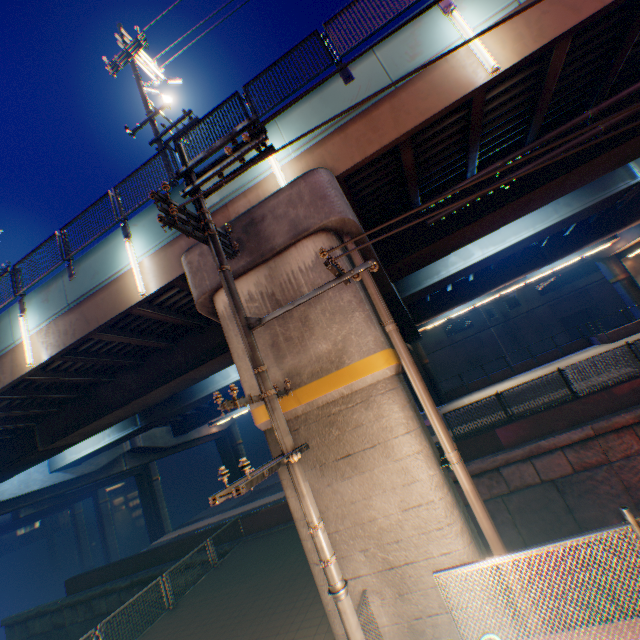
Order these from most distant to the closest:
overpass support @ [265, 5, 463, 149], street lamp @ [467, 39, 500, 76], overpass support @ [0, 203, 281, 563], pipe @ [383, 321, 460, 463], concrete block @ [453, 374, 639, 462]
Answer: concrete block @ [453, 374, 639, 462] → overpass support @ [0, 203, 281, 563] → overpass support @ [265, 5, 463, 149] → street lamp @ [467, 39, 500, 76] → pipe @ [383, 321, 460, 463]

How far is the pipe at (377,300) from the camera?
6.59m

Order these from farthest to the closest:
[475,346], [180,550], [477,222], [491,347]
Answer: [475,346], [491,347], [180,550], [477,222]

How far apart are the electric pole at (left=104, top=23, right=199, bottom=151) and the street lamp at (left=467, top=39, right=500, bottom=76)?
9.3 meters

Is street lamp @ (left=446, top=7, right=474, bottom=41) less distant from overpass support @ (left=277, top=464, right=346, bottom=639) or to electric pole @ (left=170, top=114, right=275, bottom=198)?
overpass support @ (left=277, top=464, right=346, bottom=639)

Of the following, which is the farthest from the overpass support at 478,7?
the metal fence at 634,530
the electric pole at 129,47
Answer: the electric pole at 129,47

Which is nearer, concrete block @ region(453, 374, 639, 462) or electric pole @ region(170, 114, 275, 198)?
electric pole @ region(170, 114, 275, 198)
